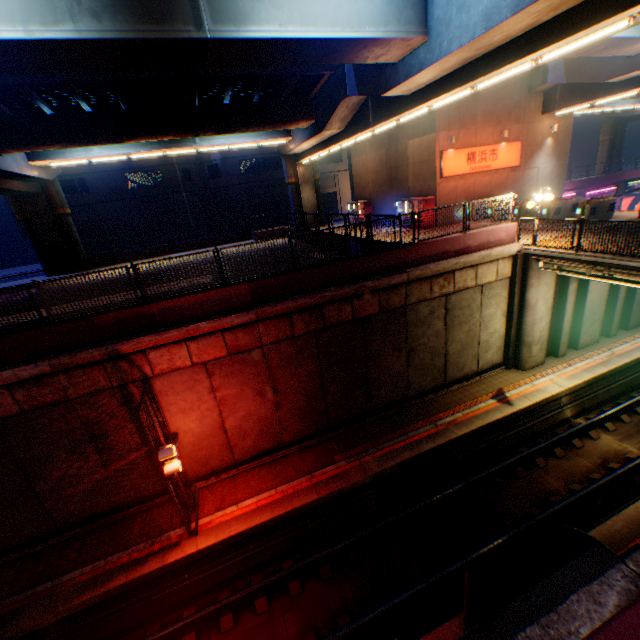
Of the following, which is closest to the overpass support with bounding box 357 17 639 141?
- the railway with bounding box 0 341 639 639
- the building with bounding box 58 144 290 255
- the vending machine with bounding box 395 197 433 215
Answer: the railway with bounding box 0 341 639 639

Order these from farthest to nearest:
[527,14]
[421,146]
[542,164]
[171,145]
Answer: [542,164], [171,145], [421,146], [527,14]

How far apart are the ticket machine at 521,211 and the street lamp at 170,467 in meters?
21.3 m

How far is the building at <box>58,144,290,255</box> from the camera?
34.7m

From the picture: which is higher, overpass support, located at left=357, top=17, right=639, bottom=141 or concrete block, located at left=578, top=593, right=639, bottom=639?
overpass support, located at left=357, top=17, right=639, bottom=141

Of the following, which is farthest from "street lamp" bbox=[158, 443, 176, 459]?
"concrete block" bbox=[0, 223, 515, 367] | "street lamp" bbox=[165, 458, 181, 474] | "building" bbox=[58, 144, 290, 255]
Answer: "building" bbox=[58, 144, 290, 255]

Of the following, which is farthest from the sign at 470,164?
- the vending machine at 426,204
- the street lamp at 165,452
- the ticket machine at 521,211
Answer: the street lamp at 165,452

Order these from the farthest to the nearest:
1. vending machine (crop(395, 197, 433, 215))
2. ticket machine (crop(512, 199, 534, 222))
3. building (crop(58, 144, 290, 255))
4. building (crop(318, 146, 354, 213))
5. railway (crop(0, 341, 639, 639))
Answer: building (crop(318, 146, 354, 213))
building (crop(58, 144, 290, 255))
vending machine (crop(395, 197, 433, 215))
ticket machine (crop(512, 199, 534, 222))
railway (crop(0, 341, 639, 639))
